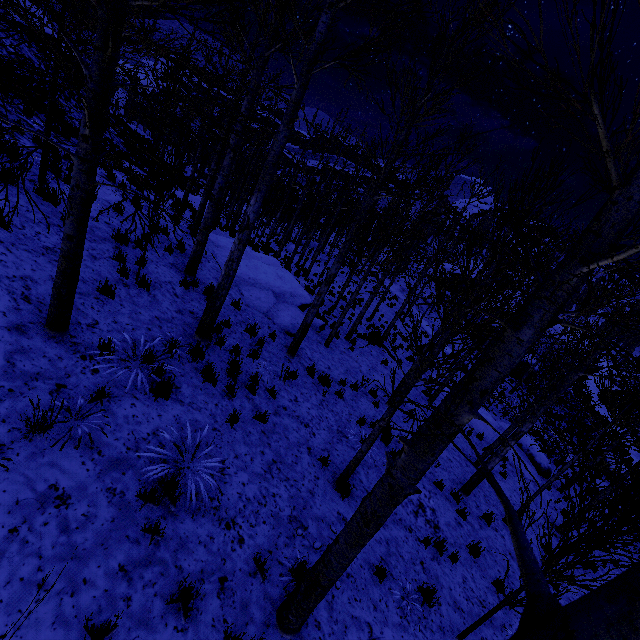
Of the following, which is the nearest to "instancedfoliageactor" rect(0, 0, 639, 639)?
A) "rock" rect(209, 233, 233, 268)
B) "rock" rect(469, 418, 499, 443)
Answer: "rock" rect(209, 233, 233, 268)

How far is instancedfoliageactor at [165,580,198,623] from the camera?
3.2 meters

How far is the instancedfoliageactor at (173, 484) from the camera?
3.70m

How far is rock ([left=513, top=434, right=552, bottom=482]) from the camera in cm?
1583

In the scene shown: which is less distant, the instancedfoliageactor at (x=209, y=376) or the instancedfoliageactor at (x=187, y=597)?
the instancedfoliageactor at (x=187, y=597)

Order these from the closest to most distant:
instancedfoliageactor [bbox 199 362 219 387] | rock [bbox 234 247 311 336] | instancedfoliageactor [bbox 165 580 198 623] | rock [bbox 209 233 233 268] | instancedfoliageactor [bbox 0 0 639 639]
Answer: instancedfoliageactor [bbox 0 0 639 639], instancedfoliageactor [bbox 165 580 198 623], instancedfoliageactor [bbox 199 362 219 387], rock [bbox 234 247 311 336], rock [bbox 209 233 233 268]

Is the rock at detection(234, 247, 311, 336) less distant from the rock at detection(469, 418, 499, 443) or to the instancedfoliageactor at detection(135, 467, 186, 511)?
the instancedfoliageactor at detection(135, 467, 186, 511)

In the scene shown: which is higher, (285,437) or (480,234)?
(480,234)
